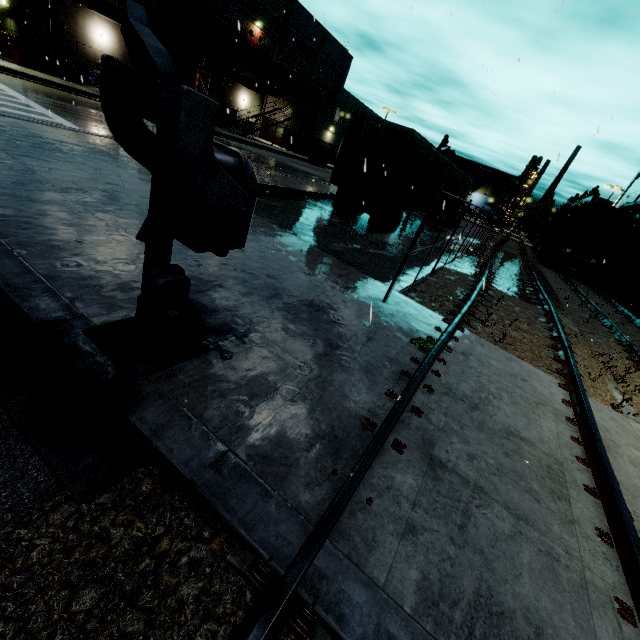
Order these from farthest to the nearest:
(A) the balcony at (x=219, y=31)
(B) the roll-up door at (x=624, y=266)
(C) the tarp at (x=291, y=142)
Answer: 1. (C) the tarp at (x=291, y=142)
2. (A) the balcony at (x=219, y=31)
3. (B) the roll-up door at (x=624, y=266)

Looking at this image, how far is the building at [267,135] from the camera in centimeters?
4205cm

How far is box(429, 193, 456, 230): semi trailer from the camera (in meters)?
19.24

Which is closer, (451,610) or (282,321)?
(451,610)

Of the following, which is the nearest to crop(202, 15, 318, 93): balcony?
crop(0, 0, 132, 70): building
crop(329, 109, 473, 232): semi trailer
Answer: crop(0, 0, 132, 70): building

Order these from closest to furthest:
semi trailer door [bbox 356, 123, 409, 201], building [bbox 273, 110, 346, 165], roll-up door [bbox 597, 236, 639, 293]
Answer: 1. semi trailer door [bbox 356, 123, 409, 201]
2. roll-up door [bbox 597, 236, 639, 293]
3. building [bbox 273, 110, 346, 165]

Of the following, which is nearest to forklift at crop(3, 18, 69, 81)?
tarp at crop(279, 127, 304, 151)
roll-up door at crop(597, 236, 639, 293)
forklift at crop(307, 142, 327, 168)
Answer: tarp at crop(279, 127, 304, 151)

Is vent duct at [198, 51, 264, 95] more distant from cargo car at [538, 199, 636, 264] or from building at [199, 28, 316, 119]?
cargo car at [538, 199, 636, 264]
